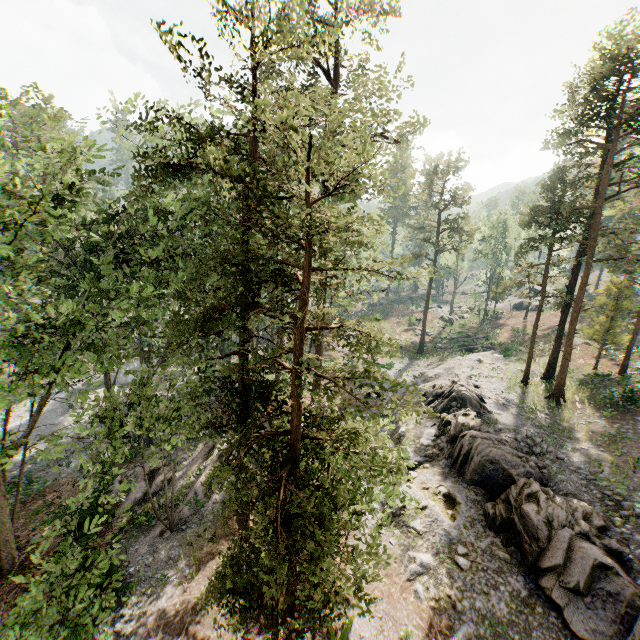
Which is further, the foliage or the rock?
the rock

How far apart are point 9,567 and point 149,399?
9.9 meters

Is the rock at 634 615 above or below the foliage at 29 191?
below

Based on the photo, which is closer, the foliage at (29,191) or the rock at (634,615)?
the foliage at (29,191)

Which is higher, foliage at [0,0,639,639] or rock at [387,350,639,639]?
foliage at [0,0,639,639]
